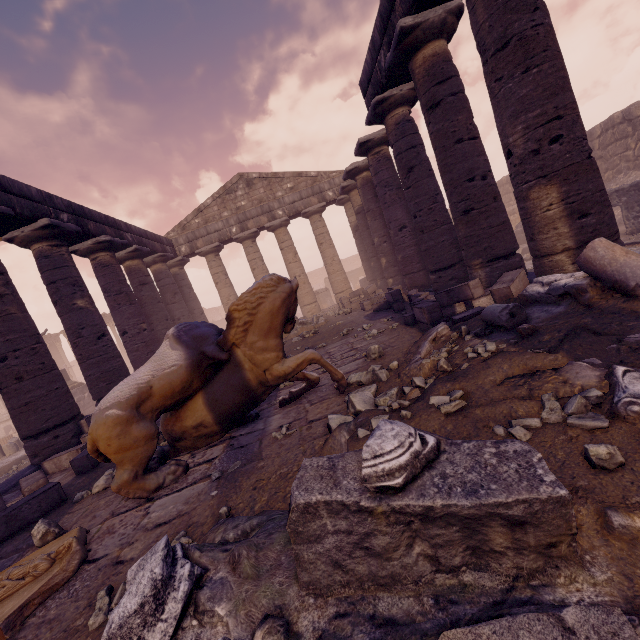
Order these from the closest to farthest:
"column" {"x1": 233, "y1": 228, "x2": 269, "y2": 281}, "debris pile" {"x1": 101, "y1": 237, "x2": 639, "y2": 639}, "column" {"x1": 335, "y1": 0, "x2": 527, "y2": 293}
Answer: "debris pile" {"x1": 101, "y1": 237, "x2": 639, "y2": 639} → "column" {"x1": 335, "y1": 0, "x2": 527, "y2": 293} → "column" {"x1": 233, "y1": 228, "x2": 269, "y2": 281}

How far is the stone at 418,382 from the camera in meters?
3.5

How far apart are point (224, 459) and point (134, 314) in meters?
9.4 m

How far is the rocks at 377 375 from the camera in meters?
4.3

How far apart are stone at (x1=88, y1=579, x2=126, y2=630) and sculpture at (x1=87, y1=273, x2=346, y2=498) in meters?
1.1

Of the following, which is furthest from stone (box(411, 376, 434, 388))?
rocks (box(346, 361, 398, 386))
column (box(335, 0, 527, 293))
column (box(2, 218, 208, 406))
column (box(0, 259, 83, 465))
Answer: column (box(2, 218, 208, 406))

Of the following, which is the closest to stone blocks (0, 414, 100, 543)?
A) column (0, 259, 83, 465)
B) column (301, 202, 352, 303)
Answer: column (0, 259, 83, 465)

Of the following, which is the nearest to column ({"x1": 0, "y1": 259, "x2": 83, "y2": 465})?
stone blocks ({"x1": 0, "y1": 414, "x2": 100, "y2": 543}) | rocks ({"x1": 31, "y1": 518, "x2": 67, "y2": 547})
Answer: stone blocks ({"x1": 0, "y1": 414, "x2": 100, "y2": 543})
